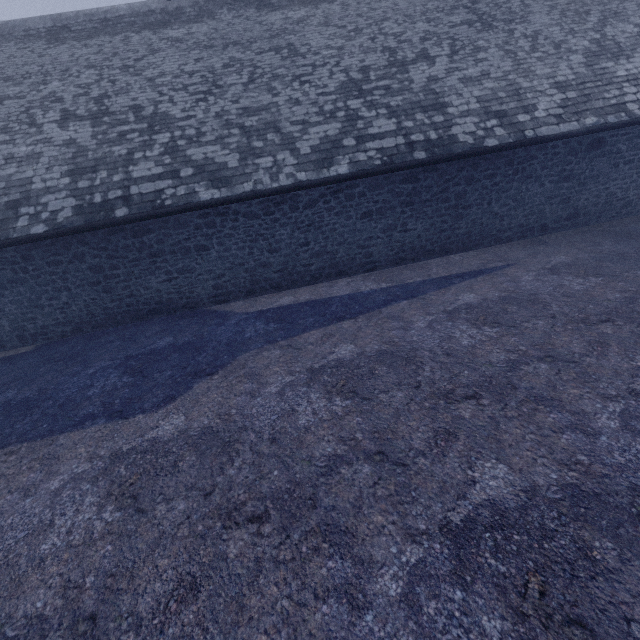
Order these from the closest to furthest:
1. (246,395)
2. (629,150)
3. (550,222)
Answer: (246,395), (629,150), (550,222)
